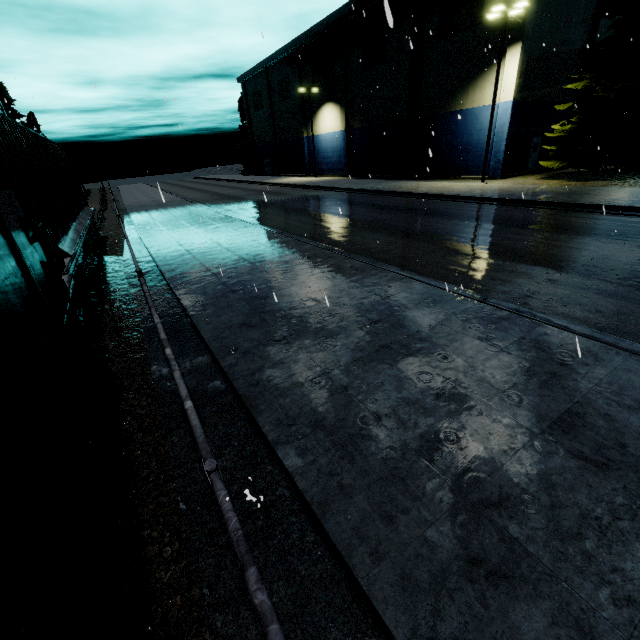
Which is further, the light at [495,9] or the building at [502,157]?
the building at [502,157]

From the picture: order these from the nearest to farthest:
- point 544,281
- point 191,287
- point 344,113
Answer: point 544,281, point 191,287, point 344,113

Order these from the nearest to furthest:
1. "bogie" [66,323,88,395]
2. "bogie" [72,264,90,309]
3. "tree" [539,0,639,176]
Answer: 1. "bogie" [66,323,88,395]
2. "bogie" [72,264,90,309]
3. "tree" [539,0,639,176]

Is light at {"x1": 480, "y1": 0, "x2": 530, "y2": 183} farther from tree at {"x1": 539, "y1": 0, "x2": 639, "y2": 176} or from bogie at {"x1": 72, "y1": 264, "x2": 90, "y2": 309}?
bogie at {"x1": 72, "y1": 264, "x2": 90, "y2": 309}

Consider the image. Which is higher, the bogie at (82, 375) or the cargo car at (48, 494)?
the cargo car at (48, 494)

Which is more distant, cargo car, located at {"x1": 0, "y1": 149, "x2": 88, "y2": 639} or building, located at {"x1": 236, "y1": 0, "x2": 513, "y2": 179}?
building, located at {"x1": 236, "y1": 0, "x2": 513, "y2": 179}

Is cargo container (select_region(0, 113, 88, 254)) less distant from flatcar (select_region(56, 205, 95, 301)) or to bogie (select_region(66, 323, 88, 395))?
flatcar (select_region(56, 205, 95, 301))
